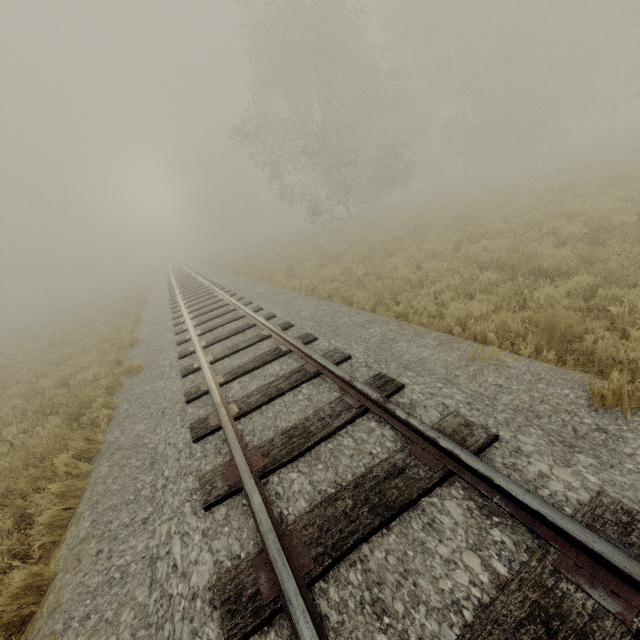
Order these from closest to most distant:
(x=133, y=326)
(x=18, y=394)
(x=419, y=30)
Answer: (x=18, y=394)
(x=133, y=326)
(x=419, y=30)
